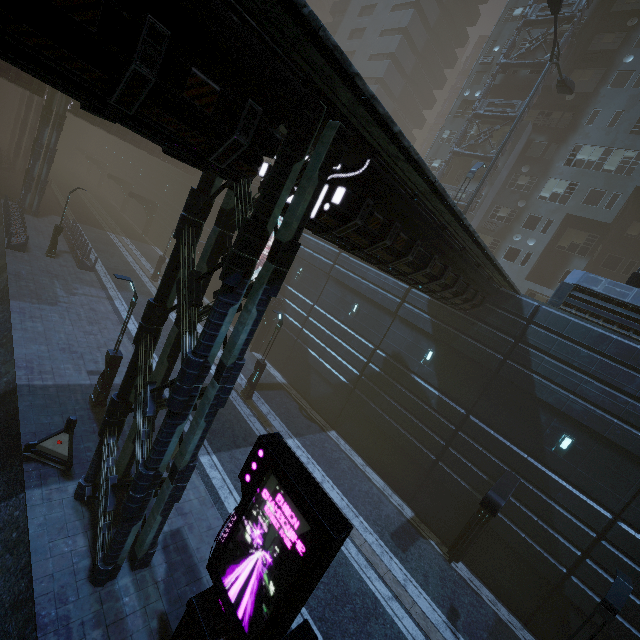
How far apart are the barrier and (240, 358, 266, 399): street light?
8.8 meters

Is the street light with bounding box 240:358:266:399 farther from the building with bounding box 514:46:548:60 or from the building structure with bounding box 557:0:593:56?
the building structure with bounding box 557:0:593:56

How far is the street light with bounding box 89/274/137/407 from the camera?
12.1 meters

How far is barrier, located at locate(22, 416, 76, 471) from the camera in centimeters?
1009cm

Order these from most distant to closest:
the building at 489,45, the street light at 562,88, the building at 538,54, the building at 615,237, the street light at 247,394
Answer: the building at 489,45
the building at 538,54
the street light at 247,394
the street light at 562,88
the building at 615,237

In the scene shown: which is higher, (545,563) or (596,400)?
(596,400)

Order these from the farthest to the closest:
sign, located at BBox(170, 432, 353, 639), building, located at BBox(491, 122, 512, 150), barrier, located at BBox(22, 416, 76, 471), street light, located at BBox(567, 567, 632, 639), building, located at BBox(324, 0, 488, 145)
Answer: building, located at BBox(324, 0, 488, 145), building, located at BBox(491, 122, 512, 150), barrier, located at BBox(22, 416, 76, 471), street light, located at BBox(567, 567, 632, 639), sign, located at BBox(170, 432, 353, 639)

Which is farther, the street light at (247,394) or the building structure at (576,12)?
the building structure at (576,12)
